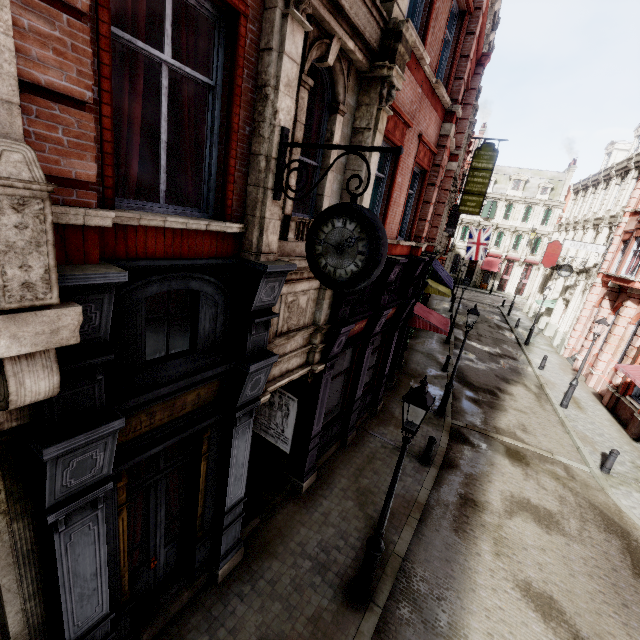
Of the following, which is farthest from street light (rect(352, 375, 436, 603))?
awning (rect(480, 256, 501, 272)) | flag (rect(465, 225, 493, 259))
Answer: awning (rect(480, 256, 501, 272))

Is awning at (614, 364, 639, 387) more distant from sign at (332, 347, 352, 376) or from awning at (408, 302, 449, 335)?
sign at (332, 347, 352, 376)

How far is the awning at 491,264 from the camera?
47.9 meters

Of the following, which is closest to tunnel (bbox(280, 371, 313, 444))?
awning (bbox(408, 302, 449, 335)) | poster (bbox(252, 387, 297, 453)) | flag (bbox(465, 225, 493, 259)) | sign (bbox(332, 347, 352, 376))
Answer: poster (bbox(252, 387, 297, 453))

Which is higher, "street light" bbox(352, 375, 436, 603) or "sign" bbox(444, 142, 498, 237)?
"sign" bbox(444, 142, 498, 237)

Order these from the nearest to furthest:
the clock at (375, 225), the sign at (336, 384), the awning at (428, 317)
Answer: the clock at (375, 225) → the sign at (336, 384) → the awning at (428, 317)

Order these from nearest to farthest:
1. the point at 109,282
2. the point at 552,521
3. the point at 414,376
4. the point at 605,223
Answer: the point at 109,282
the point at 552,521
the point at 414,376
the point at 605,223

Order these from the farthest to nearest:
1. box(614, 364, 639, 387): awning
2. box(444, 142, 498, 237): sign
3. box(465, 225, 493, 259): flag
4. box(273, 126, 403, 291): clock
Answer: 1. box(465, 225, 493, 259): flag
2. box(444, 142, 498, 237): sign
3. box(614, 364, 639, 387): awning
4. box(273, 126, 403, 291): clock
